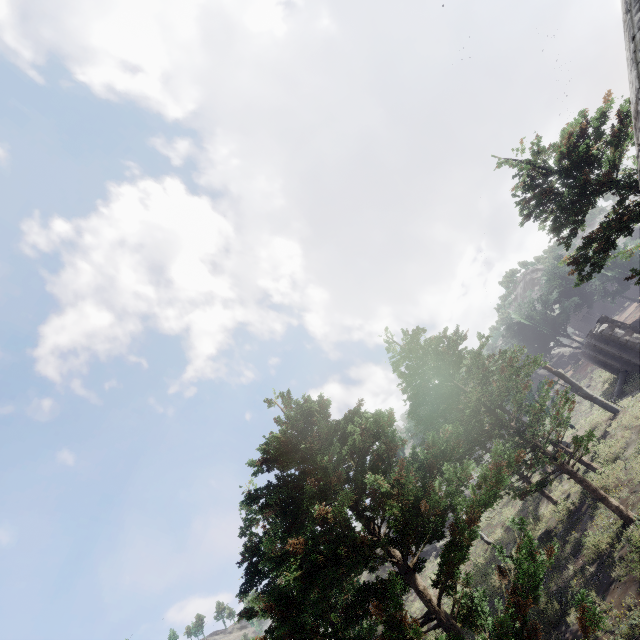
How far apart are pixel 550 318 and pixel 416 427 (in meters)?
42.98
